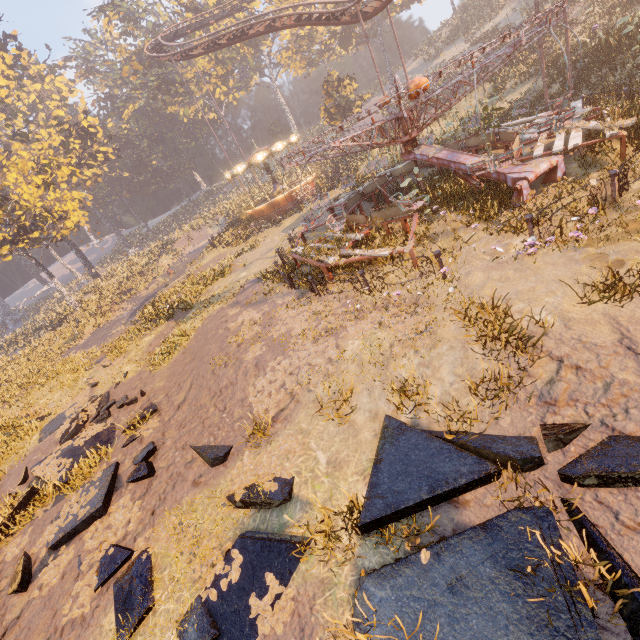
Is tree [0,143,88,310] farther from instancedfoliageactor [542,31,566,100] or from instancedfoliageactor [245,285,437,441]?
instancedfoliageactor [245,285,437,441]

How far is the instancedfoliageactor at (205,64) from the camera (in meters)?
37.25

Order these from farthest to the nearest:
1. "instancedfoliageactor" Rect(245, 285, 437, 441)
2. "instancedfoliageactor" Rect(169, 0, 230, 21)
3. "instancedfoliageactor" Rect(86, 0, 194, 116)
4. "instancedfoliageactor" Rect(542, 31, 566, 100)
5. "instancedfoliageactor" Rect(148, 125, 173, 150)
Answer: "instancedfoliageactor" Rect(148, 125, 173, 150) → "instancedfoliageactor" Rect(86, 0, 194, 116) → "instancedfoliageactor" Rect(169, 0, 230, 21) → "instancedfoliageactor" Rect(542, 31, 566, 100) → "instancedfoliageactor" Rect(245, 285, 437, 441)

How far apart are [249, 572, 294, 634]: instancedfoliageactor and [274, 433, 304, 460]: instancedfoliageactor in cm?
111

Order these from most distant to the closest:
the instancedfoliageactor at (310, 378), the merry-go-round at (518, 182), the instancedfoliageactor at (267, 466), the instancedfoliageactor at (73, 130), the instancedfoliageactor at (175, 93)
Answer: the instancedfoliageactor at (175, 93), the instancedfoliageactor at (73, 130), the merry-go-round at (518, 182), the instancedfoliageactor at (310, 378), the instancedfoliageactor at (267, 466)

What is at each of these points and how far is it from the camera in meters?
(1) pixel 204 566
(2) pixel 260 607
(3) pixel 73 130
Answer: (1) instancedfoliageactor, 4.9
(2) instancedfoliageactor, 4.1
(3) instancedfoliageactor, 40.3

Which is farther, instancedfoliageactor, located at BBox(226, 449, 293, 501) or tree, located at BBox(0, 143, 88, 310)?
tree, located at BBox(0, 143, 88, 310)

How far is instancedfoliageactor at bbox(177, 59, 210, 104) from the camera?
50.3 meters
